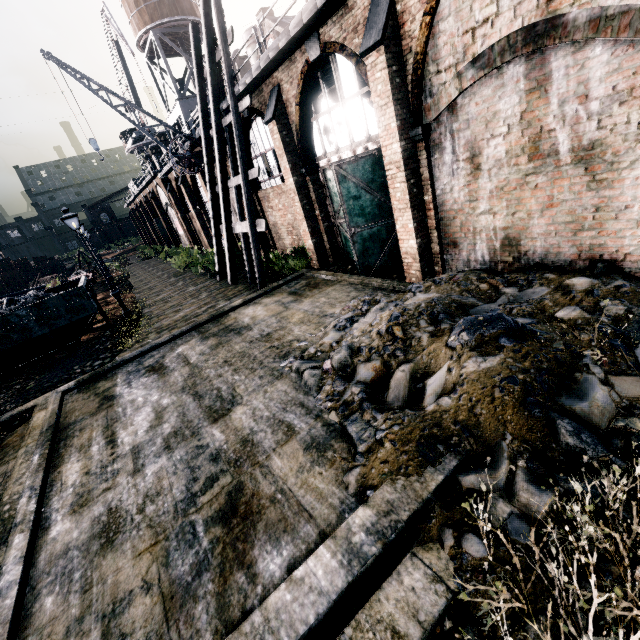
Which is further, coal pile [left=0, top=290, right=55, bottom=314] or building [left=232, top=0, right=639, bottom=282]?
coal pile [left=0, top=290, right=55, bottom=314]

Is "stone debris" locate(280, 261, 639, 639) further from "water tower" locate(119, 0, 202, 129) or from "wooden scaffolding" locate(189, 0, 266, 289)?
"water tower" locate(119, 0, 202, 129)

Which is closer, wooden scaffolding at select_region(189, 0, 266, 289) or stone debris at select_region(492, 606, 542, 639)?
stone debris at select_region(492, 606, 542, 639)

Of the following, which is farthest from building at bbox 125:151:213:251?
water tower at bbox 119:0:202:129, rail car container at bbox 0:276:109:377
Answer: rail car container at bbox 0:276:109:377

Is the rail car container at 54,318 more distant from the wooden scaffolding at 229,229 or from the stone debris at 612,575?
the stone debris at 612,575

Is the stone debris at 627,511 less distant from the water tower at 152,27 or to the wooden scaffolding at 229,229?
the wooden scaffolding at 229,229

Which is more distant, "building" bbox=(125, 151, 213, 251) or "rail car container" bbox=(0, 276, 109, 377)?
"building" bbox=(125, 151, 213, 251)

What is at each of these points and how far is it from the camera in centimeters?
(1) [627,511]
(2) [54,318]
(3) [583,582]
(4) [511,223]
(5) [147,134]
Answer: (1) stone debris, 345cm
(2) rail car container, 1357cm
(3) stone debris, 309cm
(4) building, 814cm
(5) crane, 1880cm
